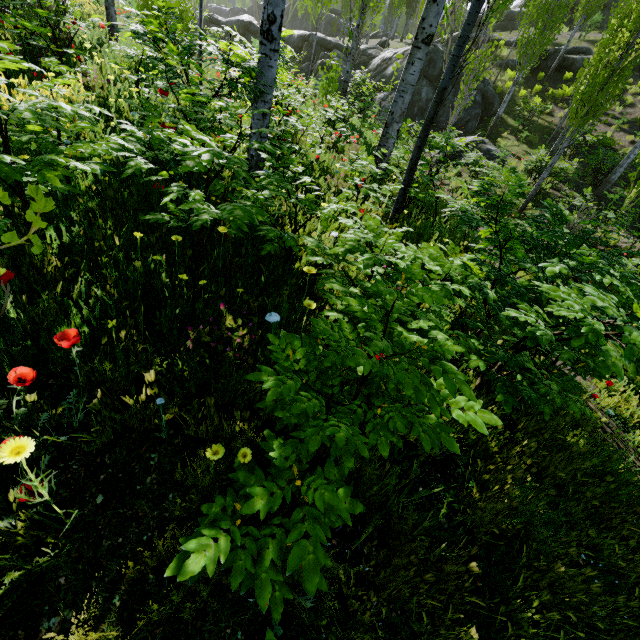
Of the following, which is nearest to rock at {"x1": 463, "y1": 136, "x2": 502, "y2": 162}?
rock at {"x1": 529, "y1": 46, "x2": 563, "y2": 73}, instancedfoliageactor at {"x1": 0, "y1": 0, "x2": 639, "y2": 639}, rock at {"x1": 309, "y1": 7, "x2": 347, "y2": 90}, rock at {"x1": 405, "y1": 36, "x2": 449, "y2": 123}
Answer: A: instancedfoliageactor at {"x1": 0, "y1": 0, "x2": 639, "y2": 639}

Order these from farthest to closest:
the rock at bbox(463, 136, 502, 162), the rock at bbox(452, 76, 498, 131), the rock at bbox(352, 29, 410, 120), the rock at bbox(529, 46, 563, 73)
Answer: the rock at bbox(529, 46, 563, 73) → the rock at bbox(352, 29, 410, 120) → the rock at bbox(452, 76, 498, 131) → the rock at bbox(463, 136, 502, 162)

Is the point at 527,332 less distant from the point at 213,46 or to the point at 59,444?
the point at 59,444

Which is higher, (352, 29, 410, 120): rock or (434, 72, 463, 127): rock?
(352, 29, 410, 120): rock

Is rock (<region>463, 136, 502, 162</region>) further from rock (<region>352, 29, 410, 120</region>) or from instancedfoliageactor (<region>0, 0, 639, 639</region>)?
rock (<region>352, 29, 410, 120</region>)

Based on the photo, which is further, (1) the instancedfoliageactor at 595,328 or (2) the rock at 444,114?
(2) the rock at 444,114

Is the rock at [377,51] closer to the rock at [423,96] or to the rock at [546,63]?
the rock at [546,63]
